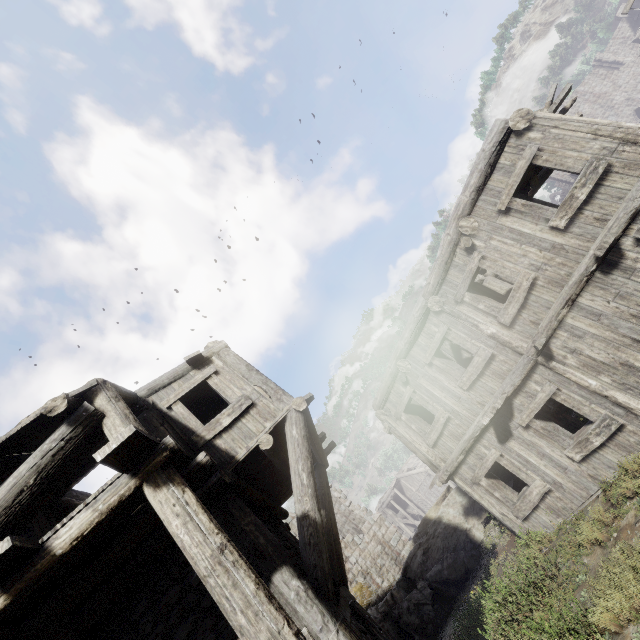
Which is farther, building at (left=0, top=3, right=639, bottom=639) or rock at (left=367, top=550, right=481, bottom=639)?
rock at (left=367, top=550, right=481, bottom=639)

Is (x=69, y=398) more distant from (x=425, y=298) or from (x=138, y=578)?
(x=425, y=298)

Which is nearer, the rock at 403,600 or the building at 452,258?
the building at 452,258
